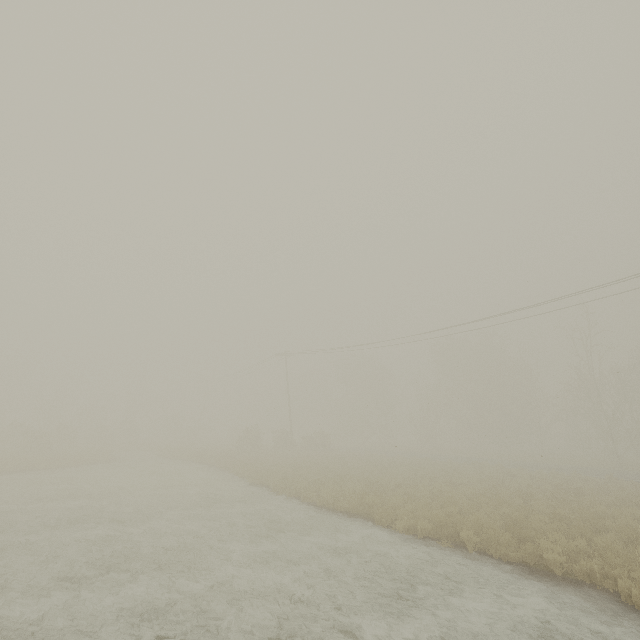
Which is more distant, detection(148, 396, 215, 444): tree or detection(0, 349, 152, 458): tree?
detection(148, 396, 215, 444): tree

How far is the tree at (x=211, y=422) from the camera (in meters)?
52.22

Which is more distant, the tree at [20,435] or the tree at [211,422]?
the tree at [211,422]

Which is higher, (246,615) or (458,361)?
(458,361)

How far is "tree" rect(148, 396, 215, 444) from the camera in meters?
52.2
